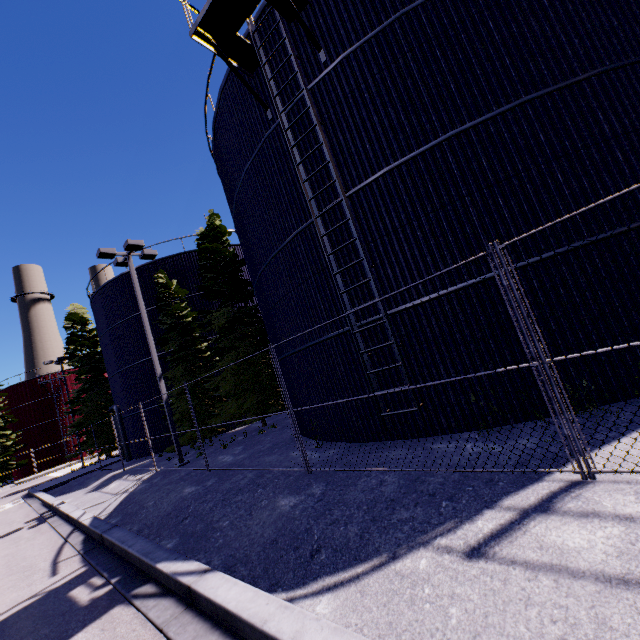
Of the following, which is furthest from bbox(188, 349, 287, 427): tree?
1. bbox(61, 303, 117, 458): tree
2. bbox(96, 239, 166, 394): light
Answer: bbox(61, 303, 117, 458): tree

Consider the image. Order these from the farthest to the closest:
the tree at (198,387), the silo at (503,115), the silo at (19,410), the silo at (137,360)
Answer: the silo at (19,410) → the silo at (137,360) → the tree at (198,387) → the silo at (503,115)

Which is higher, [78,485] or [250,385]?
[250,385]

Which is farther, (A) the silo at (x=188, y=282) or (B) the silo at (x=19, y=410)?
(B) the silo at (x=19, y=410)

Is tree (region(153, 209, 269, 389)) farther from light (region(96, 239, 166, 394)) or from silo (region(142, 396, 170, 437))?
light (region(96, 239, 166, 394))

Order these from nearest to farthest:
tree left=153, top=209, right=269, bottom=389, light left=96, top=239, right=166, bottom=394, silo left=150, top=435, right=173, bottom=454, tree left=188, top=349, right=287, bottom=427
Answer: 1. light left=96, top=239, right=166, bottom=394
2. tree left=188, top=349, right=287, bottom=427
3. tree left=153, top=209, right=269, bottom=389
4. silo left=150, top=435, right=173, bottom=454

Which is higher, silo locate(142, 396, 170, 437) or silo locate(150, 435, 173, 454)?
silo locate(142, 396, 170, 437)

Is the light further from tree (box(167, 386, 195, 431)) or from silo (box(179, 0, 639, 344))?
tree (box(167, 386, 195, 431))
